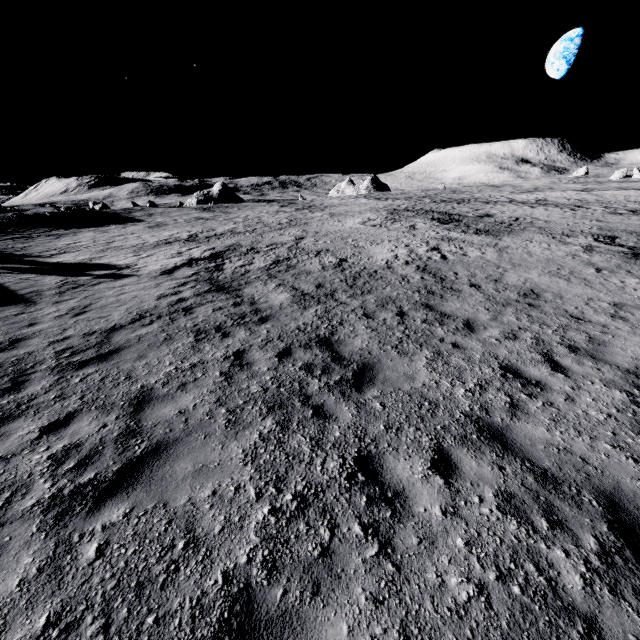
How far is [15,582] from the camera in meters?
2.9

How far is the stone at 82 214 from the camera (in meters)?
39.34

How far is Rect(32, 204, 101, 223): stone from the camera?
39.34m
